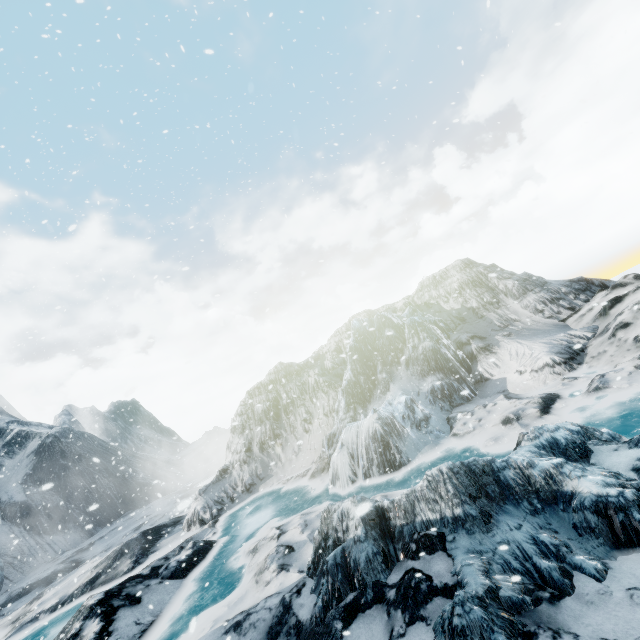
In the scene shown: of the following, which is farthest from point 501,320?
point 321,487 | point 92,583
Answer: point 92,583
